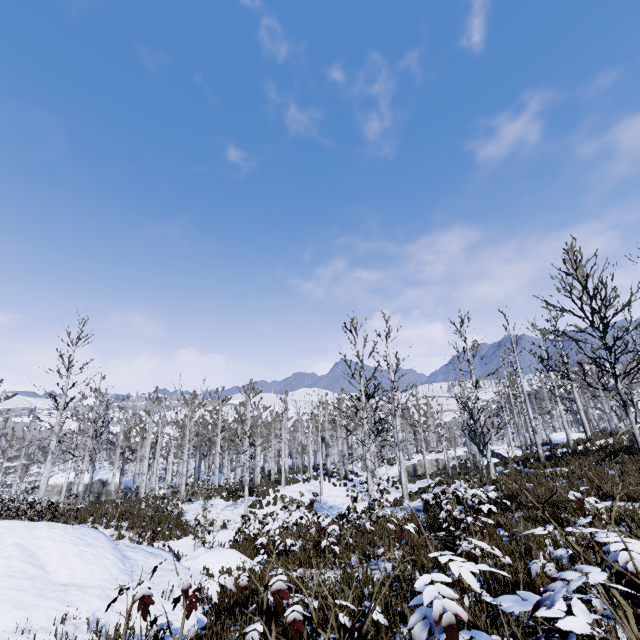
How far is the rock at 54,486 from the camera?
33.38m

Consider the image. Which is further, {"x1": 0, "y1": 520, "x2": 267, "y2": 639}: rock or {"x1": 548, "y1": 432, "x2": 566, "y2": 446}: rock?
{"x1": 548, "y1": 432, "x2": 566, "y2": 446}: rock

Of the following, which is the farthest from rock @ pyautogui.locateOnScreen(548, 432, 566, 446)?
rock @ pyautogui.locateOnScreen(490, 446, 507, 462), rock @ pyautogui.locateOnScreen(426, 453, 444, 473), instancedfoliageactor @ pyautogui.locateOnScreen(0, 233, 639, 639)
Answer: rock @ pyautogui.locateOnScreen(426, 453, 444, 473)

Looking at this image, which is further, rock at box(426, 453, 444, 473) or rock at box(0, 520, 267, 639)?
rock at box(426, 453, 444, 473)

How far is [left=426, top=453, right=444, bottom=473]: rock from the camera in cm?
3731

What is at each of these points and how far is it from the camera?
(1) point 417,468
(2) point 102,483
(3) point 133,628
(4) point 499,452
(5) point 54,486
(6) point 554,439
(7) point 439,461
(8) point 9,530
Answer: (1) rock, 37.1 meters
(2) rock, 35.9 meters
(3) rock, 3.8 meters
(4) rock, 35.6 meters
(5) rock, 34.2 meters
(6) rock, 30.9 meters
(7) rock, 38.1 meters
(8) rock, 6.2 meters

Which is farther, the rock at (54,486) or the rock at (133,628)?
the rock at (54,486)

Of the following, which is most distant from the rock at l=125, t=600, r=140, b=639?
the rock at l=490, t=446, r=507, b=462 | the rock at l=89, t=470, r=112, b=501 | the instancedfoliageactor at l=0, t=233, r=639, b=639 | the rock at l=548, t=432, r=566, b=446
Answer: the rock at l=89, t=470, r=112, b=501
